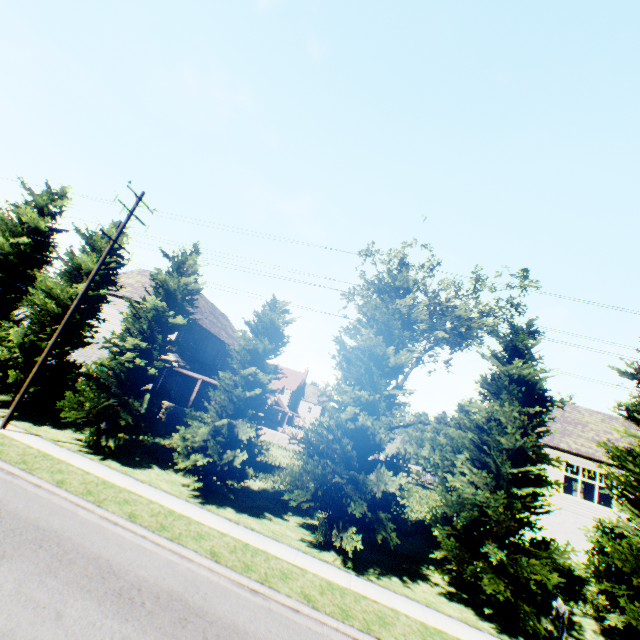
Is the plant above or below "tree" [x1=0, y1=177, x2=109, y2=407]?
below

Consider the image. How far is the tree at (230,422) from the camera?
12.63m

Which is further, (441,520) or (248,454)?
(248,454)

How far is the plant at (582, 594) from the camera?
12.7 meters

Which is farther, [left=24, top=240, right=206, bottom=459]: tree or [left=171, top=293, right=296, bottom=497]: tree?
[left=24, top=240, right=206, bottom=459]: tree

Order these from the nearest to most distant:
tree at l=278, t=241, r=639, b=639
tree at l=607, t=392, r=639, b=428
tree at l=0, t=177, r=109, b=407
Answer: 1. tree at l=278, t=241, r=639, b=639
2. tree at l=607, t=392, r=639, b=428
3. tree at l=0, t=177, r=109, b=407
